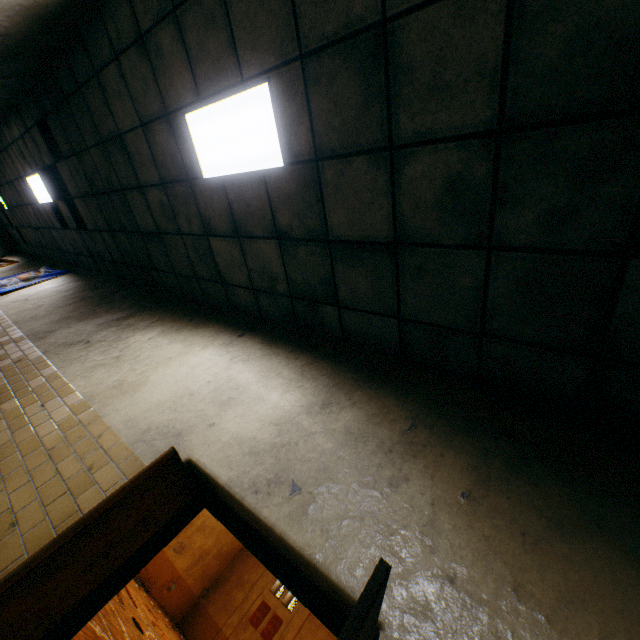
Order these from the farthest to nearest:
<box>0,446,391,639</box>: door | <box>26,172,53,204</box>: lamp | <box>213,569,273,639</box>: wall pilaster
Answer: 1. <box>213,569,273,639</box>: wall pilaster
2. <box>26,172,53,204</box>: lamp
3. <box>0,446,391,639</box>: door

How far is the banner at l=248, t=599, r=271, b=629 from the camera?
23.88m

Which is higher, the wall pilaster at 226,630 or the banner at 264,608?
the banner at 264,608

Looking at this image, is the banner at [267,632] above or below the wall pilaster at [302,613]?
below

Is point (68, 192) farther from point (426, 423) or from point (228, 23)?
point (426, 423)

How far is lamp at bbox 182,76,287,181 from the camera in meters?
2.7

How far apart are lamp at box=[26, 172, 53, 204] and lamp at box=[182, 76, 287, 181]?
6.5m

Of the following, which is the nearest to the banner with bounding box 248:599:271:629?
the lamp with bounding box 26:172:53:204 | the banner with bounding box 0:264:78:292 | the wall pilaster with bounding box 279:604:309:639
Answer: the wall pilaster with bounding box 279:604:309:639
